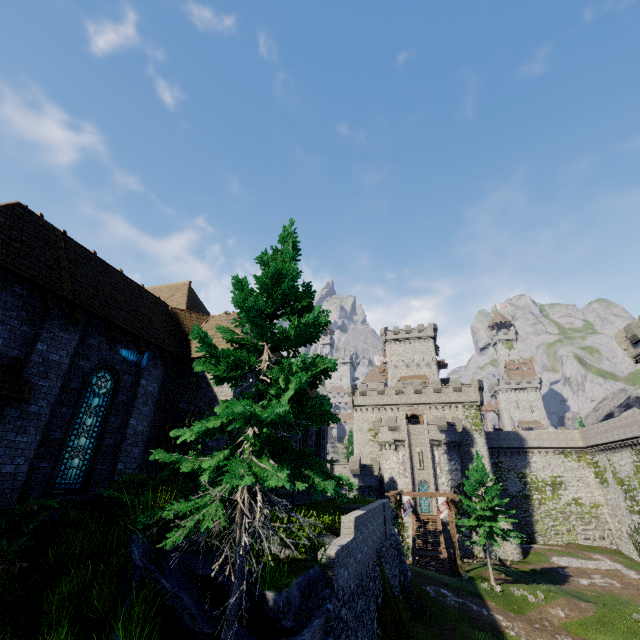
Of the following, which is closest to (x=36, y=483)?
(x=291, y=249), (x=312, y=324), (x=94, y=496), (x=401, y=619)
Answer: (x=94, y=496)

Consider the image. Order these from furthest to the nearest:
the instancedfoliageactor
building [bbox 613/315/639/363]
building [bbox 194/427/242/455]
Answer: building [bbox 613/315/639/363] → the instancedfoliageactor → building [bbox 194/427/242/455]

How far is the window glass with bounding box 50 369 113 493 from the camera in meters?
9.6

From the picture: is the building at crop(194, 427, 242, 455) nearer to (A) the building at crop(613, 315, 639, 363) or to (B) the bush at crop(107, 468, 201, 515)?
(B) the bush at crop(107, 468, 201, 515)

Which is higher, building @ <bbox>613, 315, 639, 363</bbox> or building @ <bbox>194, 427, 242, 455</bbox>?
building @ <bbox>613, 315, 639, 363</bbox>

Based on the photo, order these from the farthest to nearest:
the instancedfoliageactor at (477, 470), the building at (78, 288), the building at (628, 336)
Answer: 1. the building at (628, 336)
2. the instancedfoliageactor at (477, 470)
3. the building at (78, 288)

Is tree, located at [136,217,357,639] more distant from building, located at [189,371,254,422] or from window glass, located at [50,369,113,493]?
window glass, located at [50,369,113,493]

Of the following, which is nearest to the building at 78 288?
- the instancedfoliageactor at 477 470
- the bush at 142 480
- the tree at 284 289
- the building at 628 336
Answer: the bush at 142 480
